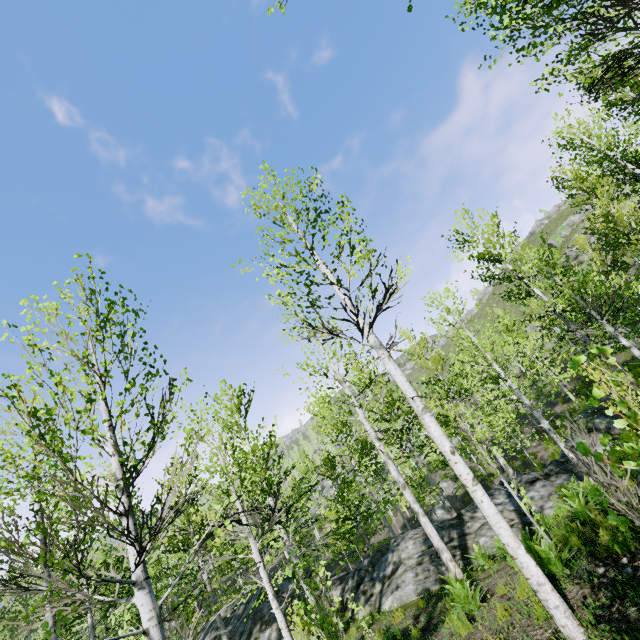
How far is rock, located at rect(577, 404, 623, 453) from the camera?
13.8m

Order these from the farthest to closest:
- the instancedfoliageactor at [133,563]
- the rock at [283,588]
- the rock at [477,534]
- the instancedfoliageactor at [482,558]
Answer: the rock at [283,588] < the rock at [477,534] < the instancedfoliageactor at [482,558] < the instancedfoliageactor at [133,563]

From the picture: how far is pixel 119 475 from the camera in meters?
3.8

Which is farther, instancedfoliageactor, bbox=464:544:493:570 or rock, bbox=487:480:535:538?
rock, bbox=487:480:535:538

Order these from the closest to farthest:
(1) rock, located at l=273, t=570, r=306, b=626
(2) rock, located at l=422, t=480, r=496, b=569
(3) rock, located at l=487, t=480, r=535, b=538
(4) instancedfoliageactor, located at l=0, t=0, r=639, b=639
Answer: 1. (4) instancedfoliageactor, located at l=0, t=0, r=639, b=639
2. (3) rock, located at l=487, t=480, r=535, b=538
3. (2) rock, located at l=422, t=480, r=496, b=569
4. (1) rock, located at l=273, t=570, r=306, b=626

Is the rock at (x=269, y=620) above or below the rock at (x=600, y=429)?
above

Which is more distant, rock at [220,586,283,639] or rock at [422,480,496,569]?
rock at [220,586,283,639]
